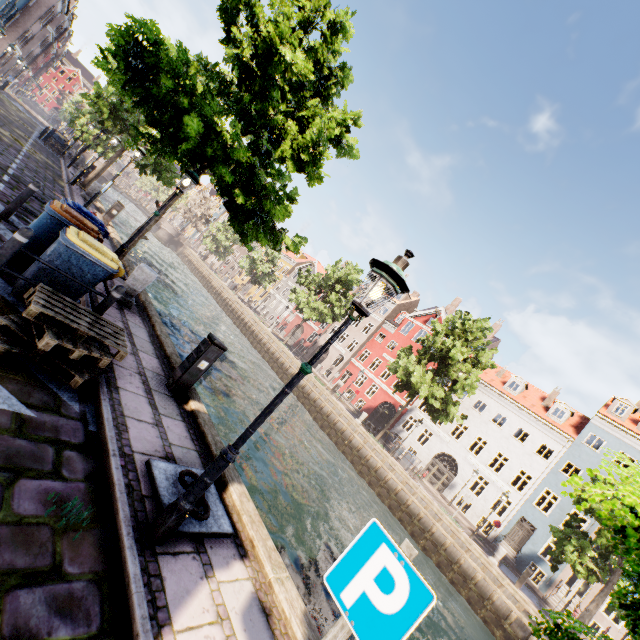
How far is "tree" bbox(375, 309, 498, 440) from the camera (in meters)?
22.89

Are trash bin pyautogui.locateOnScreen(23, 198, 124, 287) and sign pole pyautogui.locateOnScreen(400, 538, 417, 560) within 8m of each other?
yes

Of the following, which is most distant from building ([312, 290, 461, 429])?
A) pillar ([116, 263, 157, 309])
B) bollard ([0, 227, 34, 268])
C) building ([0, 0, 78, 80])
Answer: building ([0, 0, 78, 80])

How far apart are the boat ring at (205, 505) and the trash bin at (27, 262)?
3.2 meters

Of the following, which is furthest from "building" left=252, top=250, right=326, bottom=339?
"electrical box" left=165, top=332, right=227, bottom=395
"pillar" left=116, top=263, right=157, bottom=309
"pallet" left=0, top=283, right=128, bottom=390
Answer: "pallet" left=0, top=283, right=128, bottom=390

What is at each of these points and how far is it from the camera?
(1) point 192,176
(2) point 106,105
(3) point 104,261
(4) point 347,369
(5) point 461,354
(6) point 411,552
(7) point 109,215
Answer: (1) street light, 8.0 meters
(2) tree, 19.0 meters
(3) trash bin, 5.3 meters
(4) building, 40.9 meters
(5) tree, 22.7 meters
(6) sign pole, 1.9 meters
(7) electrical box, 15.0 meters

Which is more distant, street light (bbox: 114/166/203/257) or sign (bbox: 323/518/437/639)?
street light (bbox: 114/166/203/257)

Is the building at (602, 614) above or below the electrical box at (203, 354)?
above
